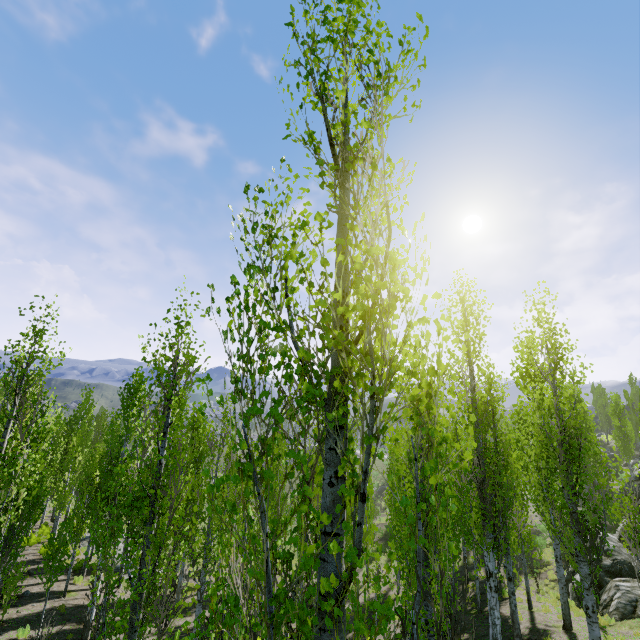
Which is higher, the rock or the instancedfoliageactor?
the instancedfoliageactor

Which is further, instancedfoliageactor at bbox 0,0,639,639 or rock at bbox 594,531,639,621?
rock at bbox 594,531,639,621

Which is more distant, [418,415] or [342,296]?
[342,296]

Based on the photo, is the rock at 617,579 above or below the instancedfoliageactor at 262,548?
below

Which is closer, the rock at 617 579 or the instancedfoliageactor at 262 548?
the instancedfoliageactor at 262 548
